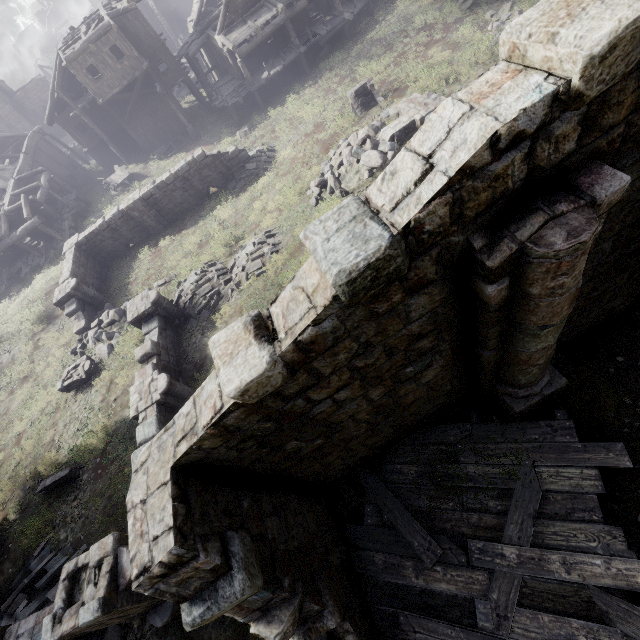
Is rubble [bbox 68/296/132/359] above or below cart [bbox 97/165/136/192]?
above

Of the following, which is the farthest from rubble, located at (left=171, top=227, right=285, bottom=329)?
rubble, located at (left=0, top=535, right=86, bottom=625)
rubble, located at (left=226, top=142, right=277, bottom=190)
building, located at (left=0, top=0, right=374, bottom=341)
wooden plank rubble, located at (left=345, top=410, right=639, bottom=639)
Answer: building, located at (left=0, top=0, right=374, bottom=341)

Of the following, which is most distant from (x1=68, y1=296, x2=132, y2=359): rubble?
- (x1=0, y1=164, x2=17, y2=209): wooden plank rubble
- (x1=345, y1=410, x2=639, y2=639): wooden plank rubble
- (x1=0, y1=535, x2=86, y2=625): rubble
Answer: (x1=0, y1=164, x2=17, y2=209): wooden plank rubble

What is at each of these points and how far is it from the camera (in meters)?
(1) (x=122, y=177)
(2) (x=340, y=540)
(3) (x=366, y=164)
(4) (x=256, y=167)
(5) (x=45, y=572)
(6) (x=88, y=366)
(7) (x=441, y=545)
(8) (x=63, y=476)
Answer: (1) cart, 28.62
(2) building, 6.47
(3) rubble, 12.68
(4) rubble, 20.42
(5) rubble, 9.98
(6) building, 15.03
(7) wooden plank rubble, 5.66
(8) building, 11.57

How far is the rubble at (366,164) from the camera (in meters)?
12.55

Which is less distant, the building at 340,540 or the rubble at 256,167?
the building at 340,540

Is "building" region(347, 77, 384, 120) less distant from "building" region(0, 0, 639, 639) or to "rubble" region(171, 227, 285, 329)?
"building" region(0, 0, 639, 639)

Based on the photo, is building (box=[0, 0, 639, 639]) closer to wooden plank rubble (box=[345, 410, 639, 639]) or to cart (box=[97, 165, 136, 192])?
wooden plank rubble (box=[345, 410, 639, 639])
